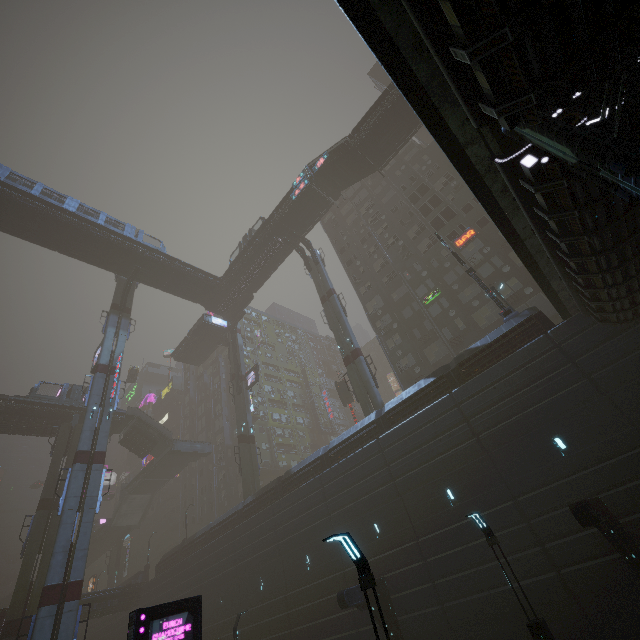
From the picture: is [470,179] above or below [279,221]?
below

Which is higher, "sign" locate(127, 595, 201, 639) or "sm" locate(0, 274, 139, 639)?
"sm" locate(0, 274, 139, 639)

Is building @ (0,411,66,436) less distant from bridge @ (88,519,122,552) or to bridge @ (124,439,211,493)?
bridge @ (124,439,211,493)

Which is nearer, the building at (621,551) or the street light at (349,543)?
the building at (621,551)

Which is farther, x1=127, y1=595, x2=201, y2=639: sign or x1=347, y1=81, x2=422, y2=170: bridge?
x1=347, y1=81, x2=422, y2=170: bridge

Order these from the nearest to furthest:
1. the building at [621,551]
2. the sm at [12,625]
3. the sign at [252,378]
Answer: the building at [621,551], the sm at [12,625], the sign at [252,378]

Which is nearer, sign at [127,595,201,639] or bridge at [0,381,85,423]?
sign at [127,595,201,639]

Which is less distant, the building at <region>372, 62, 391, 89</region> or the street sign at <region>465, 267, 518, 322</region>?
the street sign at <region>465, 267, 518, 322</region>
